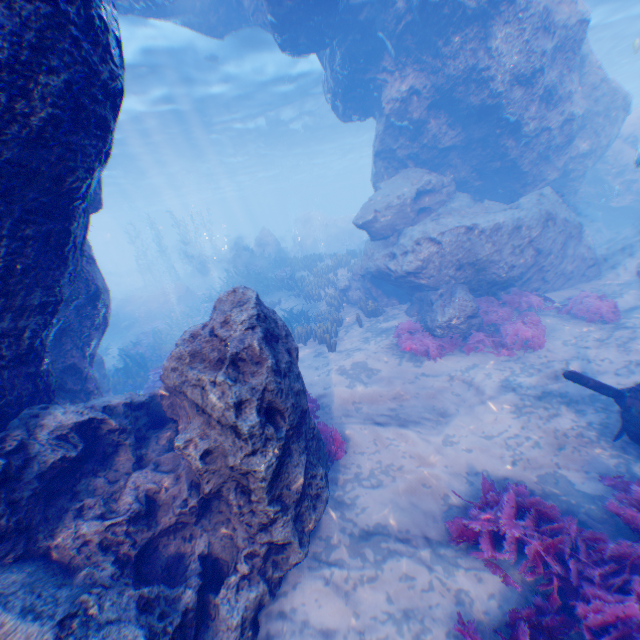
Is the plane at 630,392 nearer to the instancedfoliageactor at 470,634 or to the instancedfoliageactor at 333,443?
the instancedfoliageactor at 470,634

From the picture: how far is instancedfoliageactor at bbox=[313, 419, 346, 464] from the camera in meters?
6.4

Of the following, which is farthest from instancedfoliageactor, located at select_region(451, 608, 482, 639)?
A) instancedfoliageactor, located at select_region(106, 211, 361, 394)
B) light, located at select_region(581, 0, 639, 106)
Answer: instancedfoliageactor, located at select_region(106, 211, 361, 394)

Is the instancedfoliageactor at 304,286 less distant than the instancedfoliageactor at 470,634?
No

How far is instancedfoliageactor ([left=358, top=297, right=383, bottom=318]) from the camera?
13.2m

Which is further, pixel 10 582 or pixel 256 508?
pixel 256 508

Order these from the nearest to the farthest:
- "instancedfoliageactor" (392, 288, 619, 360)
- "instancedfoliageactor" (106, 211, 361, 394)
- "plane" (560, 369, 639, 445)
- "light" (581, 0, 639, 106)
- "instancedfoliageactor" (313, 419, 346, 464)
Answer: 1. "plane" (560, 369, 639, 445)
2. "instancedfoliageactor" (313, 419, 346, 464)
3. "instancedfoliageactor" (392, 288, 619, 360)
4. "instancedfoliageactor" (106, 211, 361, 394)
5. "light" (581, 0, 639, 106)
